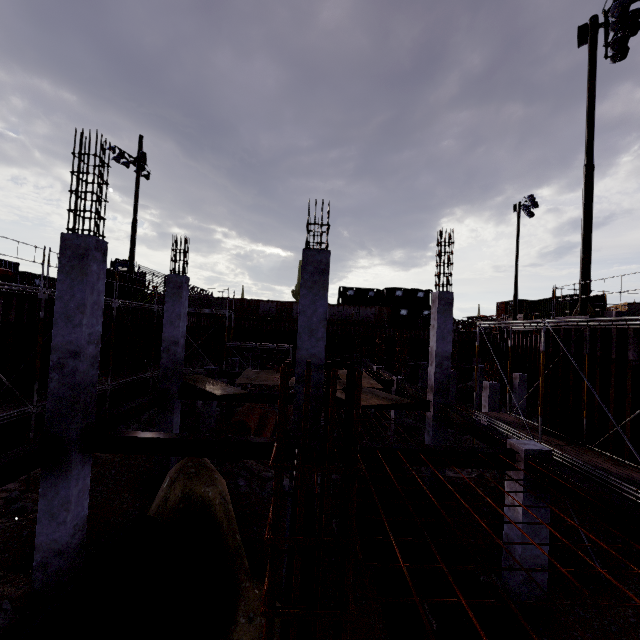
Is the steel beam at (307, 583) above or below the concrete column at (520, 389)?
above

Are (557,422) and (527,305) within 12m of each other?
no

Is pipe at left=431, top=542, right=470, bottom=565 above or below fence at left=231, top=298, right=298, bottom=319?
below

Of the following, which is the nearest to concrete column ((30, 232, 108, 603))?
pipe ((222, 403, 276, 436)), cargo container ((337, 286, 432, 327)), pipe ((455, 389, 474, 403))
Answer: pipe ((222, 403, 276, 436))

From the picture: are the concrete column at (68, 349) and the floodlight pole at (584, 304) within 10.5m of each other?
no

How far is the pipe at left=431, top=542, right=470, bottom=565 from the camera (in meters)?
7.32

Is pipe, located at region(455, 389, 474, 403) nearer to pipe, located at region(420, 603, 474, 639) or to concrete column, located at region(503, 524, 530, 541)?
pipe, located at region(420, 603, 474, 639)

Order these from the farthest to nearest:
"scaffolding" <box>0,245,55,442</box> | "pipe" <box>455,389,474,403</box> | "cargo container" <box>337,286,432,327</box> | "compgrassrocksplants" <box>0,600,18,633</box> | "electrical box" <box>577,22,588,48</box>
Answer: "cargo container" <box>337,286,432,327</box> < "pipe" <box>455,389,474,403</box> < "electrical box" <box>577,22,588,48</box> < "scaffolding" <box>0,245,55,442</box> < "compgrassrocksplants" <box>0,600,18,633</box>
